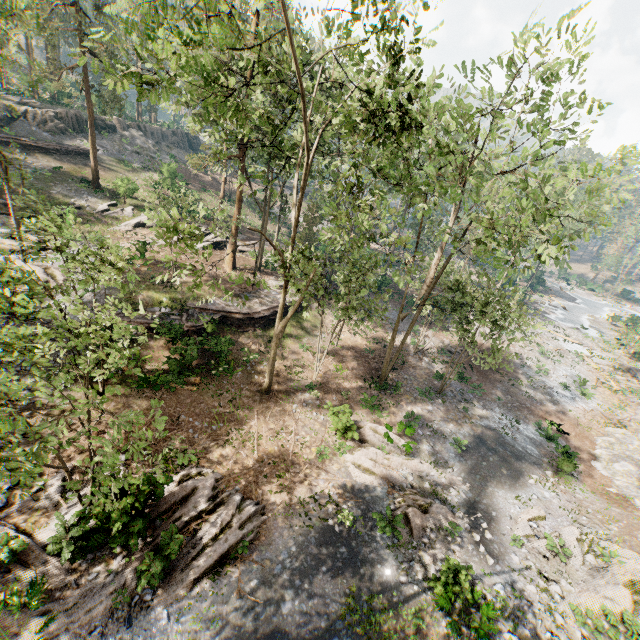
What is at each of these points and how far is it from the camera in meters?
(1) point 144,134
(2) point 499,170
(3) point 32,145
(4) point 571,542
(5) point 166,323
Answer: (1) rock, 49.2 m
(2) foliage, 54.7 m
(3) ground embankment, 33.4 m
(4) foliage, 15.2 m
(5) ground embankment, 20.0 m

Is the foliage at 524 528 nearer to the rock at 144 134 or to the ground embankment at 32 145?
the rock at 144 134

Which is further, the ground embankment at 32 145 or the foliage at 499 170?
the ground embankment at 32 145

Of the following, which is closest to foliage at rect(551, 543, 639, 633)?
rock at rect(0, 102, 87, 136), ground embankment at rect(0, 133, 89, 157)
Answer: rock at rect(0, 102, 87, 136)

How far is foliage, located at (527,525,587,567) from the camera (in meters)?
14.52

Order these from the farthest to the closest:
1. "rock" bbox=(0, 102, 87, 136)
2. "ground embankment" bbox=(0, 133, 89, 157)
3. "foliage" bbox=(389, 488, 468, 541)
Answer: "rock" bbox=(0, 102, 87, 136) → "ground embankment" bbox=(0, 133, 89, 157) → "foliage" bbox=(389, 488, 468, 541)

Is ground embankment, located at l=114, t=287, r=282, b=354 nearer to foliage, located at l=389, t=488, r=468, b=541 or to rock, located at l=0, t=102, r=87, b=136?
foliage, located at l=389, t=488, r=468, b=541
